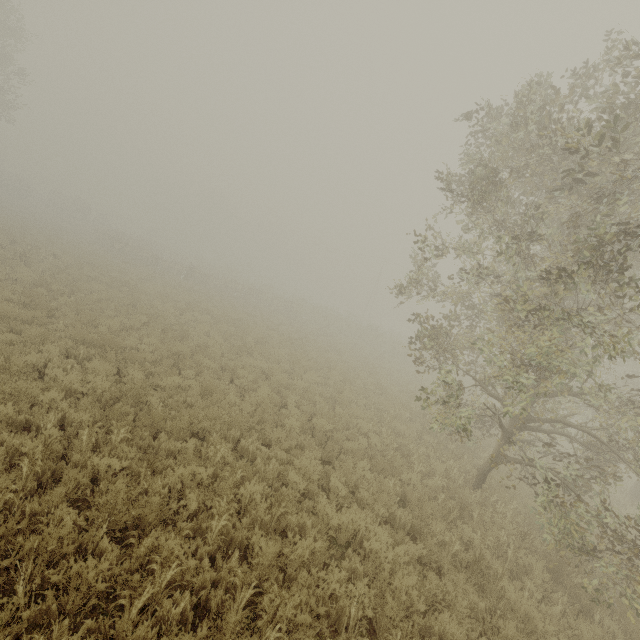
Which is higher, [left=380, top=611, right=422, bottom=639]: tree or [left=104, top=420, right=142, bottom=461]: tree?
[left=380, top=611, right=422, bottom=639]: tree

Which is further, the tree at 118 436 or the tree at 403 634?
the tree at 118 436

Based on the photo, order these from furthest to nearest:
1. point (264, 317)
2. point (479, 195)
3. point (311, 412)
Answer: point (264, 317), point (311, 412), point (479, 195)

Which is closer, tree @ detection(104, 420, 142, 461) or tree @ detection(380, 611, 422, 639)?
tree @ detection(380, 611, 422, 639)

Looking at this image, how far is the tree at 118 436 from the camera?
5.82m

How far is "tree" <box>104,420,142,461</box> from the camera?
5.8 meters
